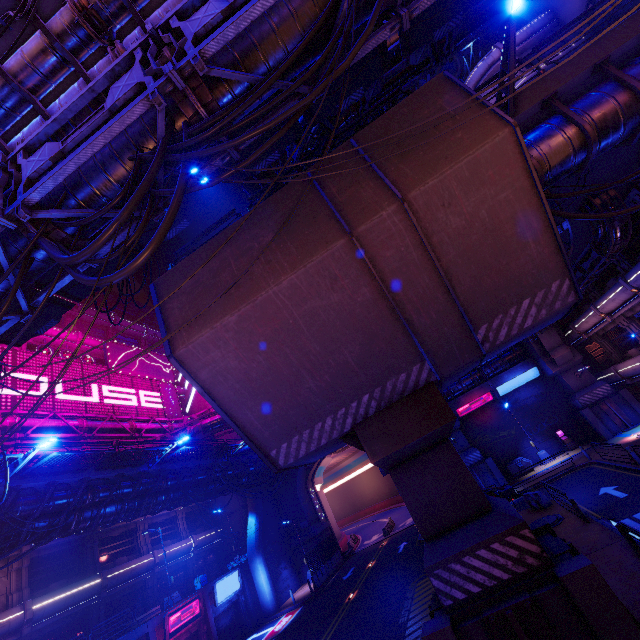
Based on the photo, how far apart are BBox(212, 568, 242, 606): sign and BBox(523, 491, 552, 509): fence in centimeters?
2493cm

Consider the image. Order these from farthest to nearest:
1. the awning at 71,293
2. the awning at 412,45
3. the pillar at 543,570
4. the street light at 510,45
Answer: the awning at 71,293
the awning at 412,45
the street light at 510,45
the pillar at 543,570

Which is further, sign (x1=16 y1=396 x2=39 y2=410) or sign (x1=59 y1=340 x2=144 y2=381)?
sign (x1=59 y1=340 x2=144 y2=381)

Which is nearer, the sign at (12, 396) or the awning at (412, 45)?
the awning at (412, 45)

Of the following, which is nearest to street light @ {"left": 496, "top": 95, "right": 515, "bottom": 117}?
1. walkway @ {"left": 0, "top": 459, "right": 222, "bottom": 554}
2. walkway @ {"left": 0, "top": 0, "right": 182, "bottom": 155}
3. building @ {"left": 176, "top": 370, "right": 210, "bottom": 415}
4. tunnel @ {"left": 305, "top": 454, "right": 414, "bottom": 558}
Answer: walkway @ {"left": 0, "top": 0, "right": 182, "bottom": 155}

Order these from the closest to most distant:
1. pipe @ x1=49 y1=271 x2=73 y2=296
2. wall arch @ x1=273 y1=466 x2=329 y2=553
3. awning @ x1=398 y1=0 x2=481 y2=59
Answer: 1. pipe @ x1=49 y1=271 x2=73 y2=296
2. awning @ x1=398 y1=0 x2=481 y2=59
3. wall arch @ x1=273 y1=466 x2=329 y2=553

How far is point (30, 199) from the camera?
7.1m

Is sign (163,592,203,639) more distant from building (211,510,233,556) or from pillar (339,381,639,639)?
pillar (339,381,639,639)
